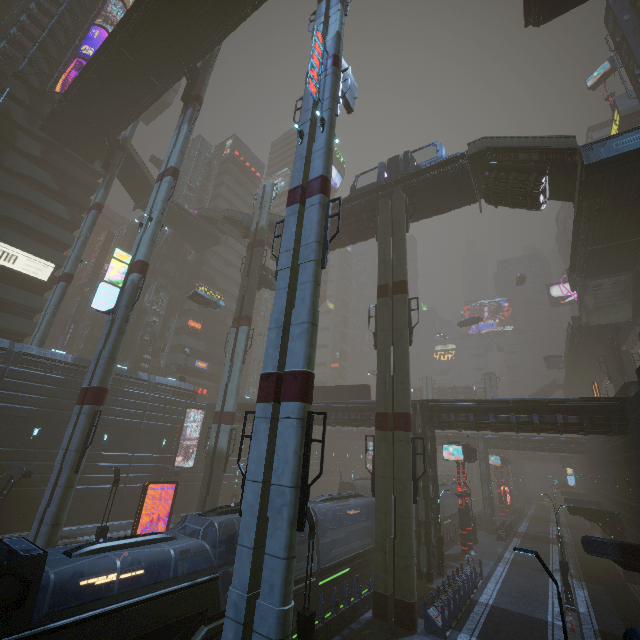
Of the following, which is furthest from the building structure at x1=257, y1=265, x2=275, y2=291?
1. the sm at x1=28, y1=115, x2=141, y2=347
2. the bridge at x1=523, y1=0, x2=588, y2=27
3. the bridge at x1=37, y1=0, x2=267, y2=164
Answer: the bridge at x1=523, y1=0, x2=588, y2=27

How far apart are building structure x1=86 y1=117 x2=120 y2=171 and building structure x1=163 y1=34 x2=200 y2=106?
14.7 meters

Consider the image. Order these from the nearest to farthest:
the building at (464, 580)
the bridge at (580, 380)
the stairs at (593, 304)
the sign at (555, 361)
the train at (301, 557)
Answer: the train at (301, 557)
the building at (464, 580)
the stairs at (593, 304)
the bridge at (580, 380)
the sign at (555, 361)

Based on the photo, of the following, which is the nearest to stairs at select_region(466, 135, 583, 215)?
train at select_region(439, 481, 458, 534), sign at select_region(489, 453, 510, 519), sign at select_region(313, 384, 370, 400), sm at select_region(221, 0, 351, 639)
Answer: sm at select_region(221, 0, 351, 639)

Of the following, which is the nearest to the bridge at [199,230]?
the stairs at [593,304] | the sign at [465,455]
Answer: the sign at [465,455]

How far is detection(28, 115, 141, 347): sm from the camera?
30.3 meters

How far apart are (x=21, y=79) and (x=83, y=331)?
36.5m

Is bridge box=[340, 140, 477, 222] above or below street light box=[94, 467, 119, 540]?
above
